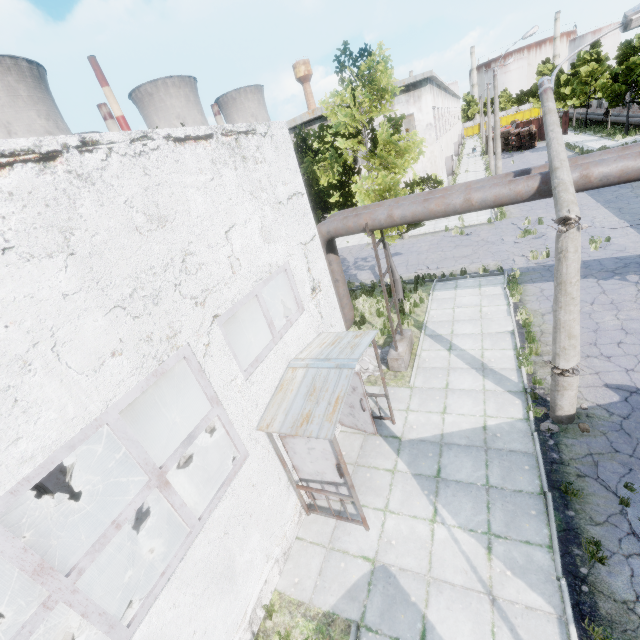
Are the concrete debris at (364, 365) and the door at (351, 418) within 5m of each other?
yes

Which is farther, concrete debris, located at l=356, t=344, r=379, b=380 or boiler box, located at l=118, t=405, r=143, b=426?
boiler box, located at l=118, t=405, r=143, b=426

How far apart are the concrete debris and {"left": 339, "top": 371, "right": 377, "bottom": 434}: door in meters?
1.9 m

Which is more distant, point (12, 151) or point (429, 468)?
point (429, 468)

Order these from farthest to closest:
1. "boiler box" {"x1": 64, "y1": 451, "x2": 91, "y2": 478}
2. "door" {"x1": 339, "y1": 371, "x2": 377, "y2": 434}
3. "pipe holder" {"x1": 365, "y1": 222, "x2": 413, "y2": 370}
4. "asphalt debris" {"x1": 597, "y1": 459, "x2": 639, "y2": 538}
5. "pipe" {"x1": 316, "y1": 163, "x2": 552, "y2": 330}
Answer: "boiler box" {"x1": 64, "y1": 451, "x2": 91, "y2": 478}, "pipe holder" {"x1": 365, "y1": 222, "x2": 413, "y2": 370}, "door" {"x1": 339, "y1": 371, "x2": 377, "y2": 434}, "pipe" {"x1": 316, "y1": 163, "x2": 552, "y2": 330}, "asphalt debris" {"x1": 597, "y1": 459, "x2": 639, "y2": 538}

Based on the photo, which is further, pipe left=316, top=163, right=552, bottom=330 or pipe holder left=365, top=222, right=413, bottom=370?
pipe holder left=365, top=222, right=413, bottom=370

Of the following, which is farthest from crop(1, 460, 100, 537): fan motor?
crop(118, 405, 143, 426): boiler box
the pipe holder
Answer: the pipe holder

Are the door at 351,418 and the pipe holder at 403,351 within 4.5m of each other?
Answer: yes
